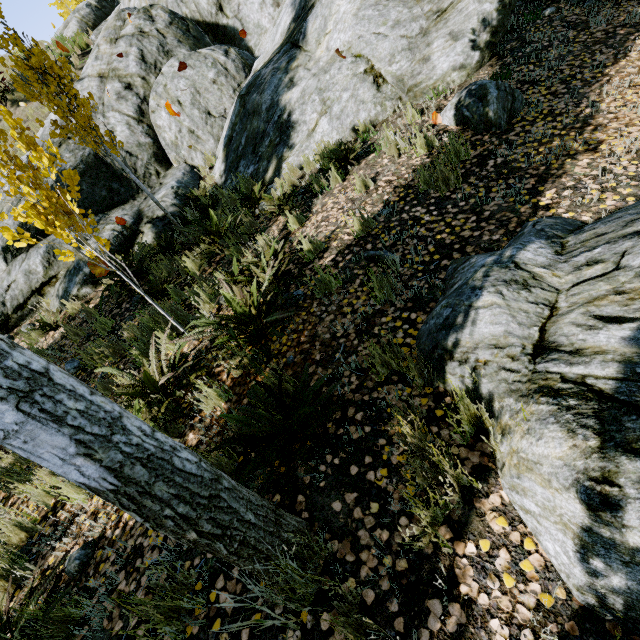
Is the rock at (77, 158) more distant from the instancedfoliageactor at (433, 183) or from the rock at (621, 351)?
the rock at (621, 351)

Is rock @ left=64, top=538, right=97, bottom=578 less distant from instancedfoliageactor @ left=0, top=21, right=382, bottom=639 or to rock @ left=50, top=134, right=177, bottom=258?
instancedfoliageactor @ left=0, top=21, right=382, bottom=639

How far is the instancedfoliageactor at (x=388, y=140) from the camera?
4.41m

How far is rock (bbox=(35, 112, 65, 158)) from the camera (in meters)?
8.56

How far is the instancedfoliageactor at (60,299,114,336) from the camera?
5.7m

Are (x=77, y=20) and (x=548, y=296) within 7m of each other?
no

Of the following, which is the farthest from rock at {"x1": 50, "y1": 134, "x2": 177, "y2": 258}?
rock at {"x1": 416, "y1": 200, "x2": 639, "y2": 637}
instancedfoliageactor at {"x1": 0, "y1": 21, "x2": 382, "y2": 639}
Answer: rock at {"x1": 416, "y1": 200, "x2": 639, "y2": 637}
